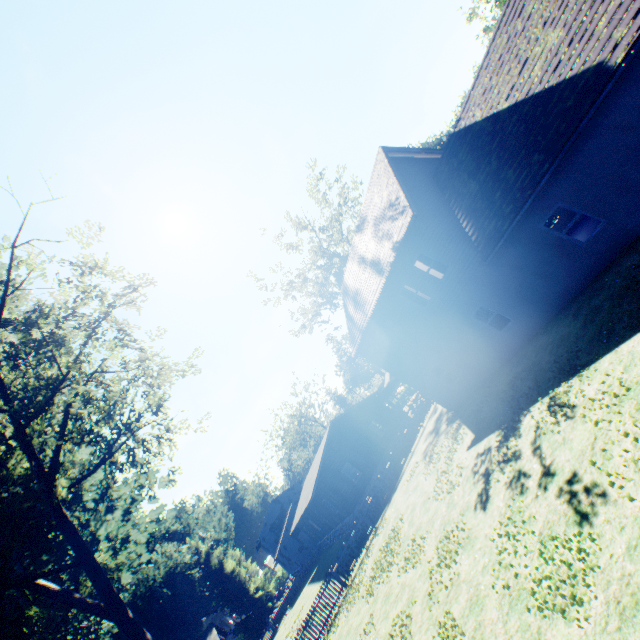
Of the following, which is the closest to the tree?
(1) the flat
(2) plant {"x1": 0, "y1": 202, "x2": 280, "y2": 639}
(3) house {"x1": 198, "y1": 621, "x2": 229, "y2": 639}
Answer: (2) plant {"x1": 0, "y1": 202, "x2": 280, "y2": 639}

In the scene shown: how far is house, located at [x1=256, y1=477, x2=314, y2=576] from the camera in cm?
4322

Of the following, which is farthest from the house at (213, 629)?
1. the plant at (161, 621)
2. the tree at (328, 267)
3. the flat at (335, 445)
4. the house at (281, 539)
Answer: the tree at (328, 267)

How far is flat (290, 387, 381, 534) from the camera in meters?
27.8 m

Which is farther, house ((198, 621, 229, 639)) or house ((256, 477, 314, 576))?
house ((256, 477, 314, 576))

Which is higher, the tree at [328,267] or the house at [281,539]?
the tree at [328,267]

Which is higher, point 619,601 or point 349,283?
point 349,283

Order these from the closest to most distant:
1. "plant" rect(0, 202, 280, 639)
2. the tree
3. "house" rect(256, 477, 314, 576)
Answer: "plant" rect(0, 202, 280, 639)
the tree
"house" rect(256, 477, 314, 576)
